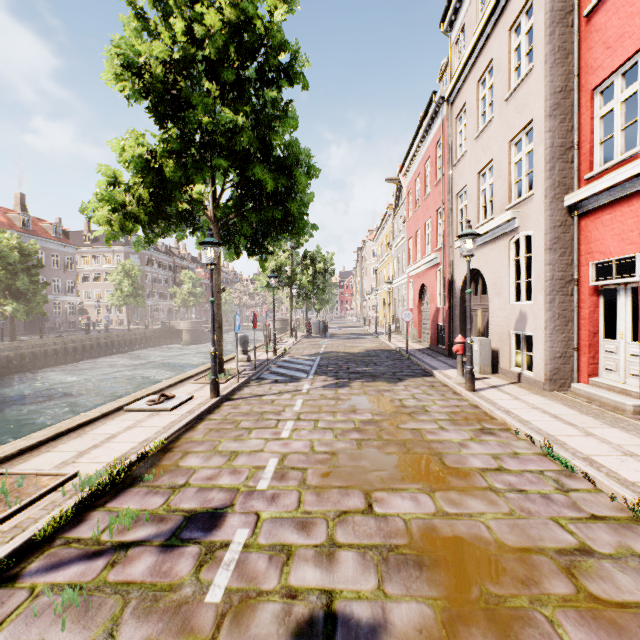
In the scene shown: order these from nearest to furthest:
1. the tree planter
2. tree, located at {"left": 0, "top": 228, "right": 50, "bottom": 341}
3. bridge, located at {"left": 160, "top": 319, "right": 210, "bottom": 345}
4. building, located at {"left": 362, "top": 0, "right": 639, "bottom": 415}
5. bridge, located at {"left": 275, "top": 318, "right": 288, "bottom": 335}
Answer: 1. the tree planter
2. building, located at {"left": 362, "top": 0, "right": 639, "bottom": 415}
3. tree, located at {"left": 0, "top": 228, "right": 50, "bottom": 341}
4. bridge, located at {"left": 275, "top": 318, "right": 288, "bottom": 335}
5. bridge, located at {"left": 160, "top": 319, "right": 210, "bottom": 345}

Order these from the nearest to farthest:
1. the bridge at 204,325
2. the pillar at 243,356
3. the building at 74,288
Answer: the pillar at 243,356 < the building at 74,288 < the bridge at 204,325

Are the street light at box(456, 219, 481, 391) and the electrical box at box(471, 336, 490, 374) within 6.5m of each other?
yes

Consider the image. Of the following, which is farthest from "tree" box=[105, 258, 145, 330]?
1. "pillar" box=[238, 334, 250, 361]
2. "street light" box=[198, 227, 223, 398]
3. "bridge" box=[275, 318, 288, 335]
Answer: "pillar" box=[238, 334, 250, 361]

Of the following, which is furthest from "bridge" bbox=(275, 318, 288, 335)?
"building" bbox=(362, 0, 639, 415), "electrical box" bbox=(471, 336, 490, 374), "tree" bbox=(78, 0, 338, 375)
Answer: "electrical box" bbox=(471, 336, 490, 374)

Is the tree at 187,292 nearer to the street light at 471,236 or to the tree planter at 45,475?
the street light at 471,236

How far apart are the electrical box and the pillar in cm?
809

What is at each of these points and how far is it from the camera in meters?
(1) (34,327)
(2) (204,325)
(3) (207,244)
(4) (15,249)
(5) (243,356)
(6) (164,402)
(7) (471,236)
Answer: (1) building, 35.8
(2) bridge, 51.8
(3) street light, 7.2
(4) tree, 25.1
(5) pillar, 12.7
(6) boat ring, 6.8
(7) street light, 7.3
